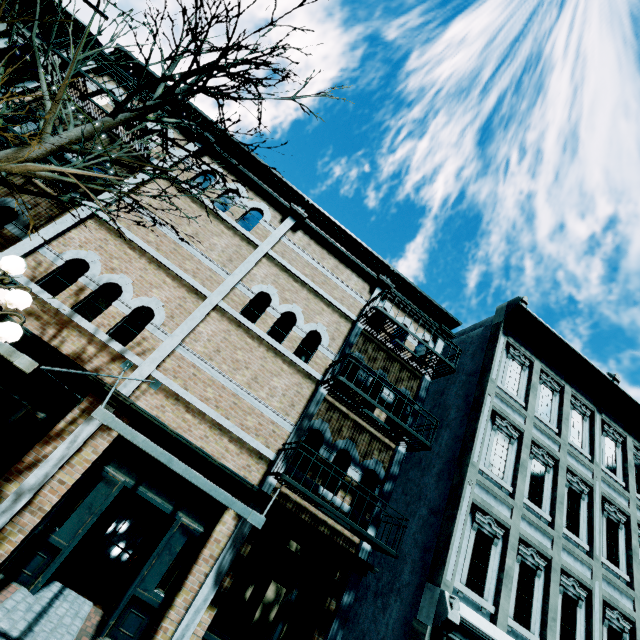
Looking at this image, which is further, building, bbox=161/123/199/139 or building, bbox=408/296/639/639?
building, bbox=161/123/199/139

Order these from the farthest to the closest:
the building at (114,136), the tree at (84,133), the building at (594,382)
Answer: the building at (114,136)
the building at (594,382)
the tree at (84,133)

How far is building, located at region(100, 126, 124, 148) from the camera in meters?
9.6

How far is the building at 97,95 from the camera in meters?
8.8

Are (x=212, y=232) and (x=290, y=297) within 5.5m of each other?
yes

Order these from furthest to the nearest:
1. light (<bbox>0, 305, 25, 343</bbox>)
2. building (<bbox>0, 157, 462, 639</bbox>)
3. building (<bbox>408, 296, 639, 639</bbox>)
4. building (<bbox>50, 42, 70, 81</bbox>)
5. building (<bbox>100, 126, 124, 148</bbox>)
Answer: building (<bbox>100, 126, 124, 148</bbox>), building (<bbox>50, 42, 70, 81</bbox>), building (<bbox>408, 296, 639, 639</bbox>), building (<bbox>0, 157, 462, 639</bbox>), light (<bbox>0, 305, 25, 343</bbox>)
